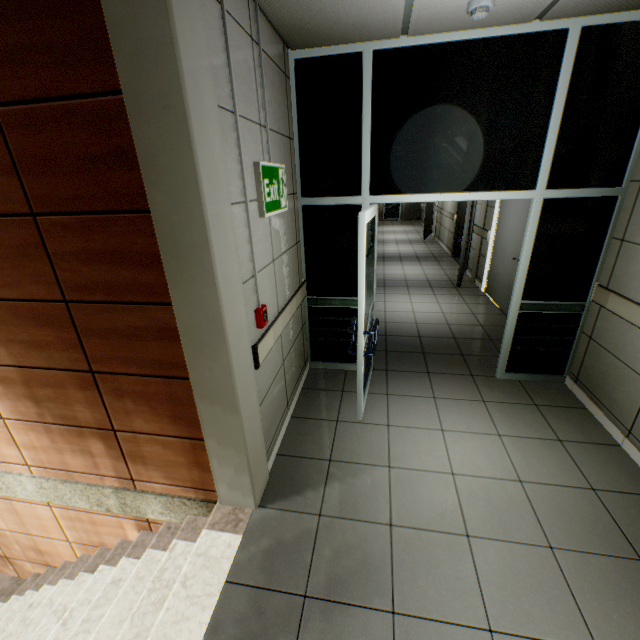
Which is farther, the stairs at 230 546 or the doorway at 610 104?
the doorway at 610 104

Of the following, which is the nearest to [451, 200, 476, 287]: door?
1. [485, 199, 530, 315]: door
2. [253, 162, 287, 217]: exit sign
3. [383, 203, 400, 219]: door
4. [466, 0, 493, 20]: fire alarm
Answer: [485, 199, 530, 315]: door

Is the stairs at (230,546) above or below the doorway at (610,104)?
below

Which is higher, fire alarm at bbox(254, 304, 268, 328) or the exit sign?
the exit sign

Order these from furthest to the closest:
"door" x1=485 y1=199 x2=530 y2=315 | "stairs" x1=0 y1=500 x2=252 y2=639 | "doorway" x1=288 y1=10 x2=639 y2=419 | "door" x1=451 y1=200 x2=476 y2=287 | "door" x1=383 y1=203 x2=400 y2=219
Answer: "door" x1=383 y1=203 x2=400 y2=219, "door" x1=451 y1=200 x2=476 y2=287, "door" x1=485 y1=199 x2=530 y2=315, "doorway" x1=288 y1=10 x2=639 y2=419, "stairs" x1=0 y1=500 x2=252 y2=639

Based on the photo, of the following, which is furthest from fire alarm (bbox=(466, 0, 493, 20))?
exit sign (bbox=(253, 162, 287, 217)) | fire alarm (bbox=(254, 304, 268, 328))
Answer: fire alarm (bbox=(254, 304, 268, 328))

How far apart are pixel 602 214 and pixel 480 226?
4.1 meters

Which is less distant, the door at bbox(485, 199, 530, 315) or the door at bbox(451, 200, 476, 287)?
the door at bbox(485, 199, 530, 315)
